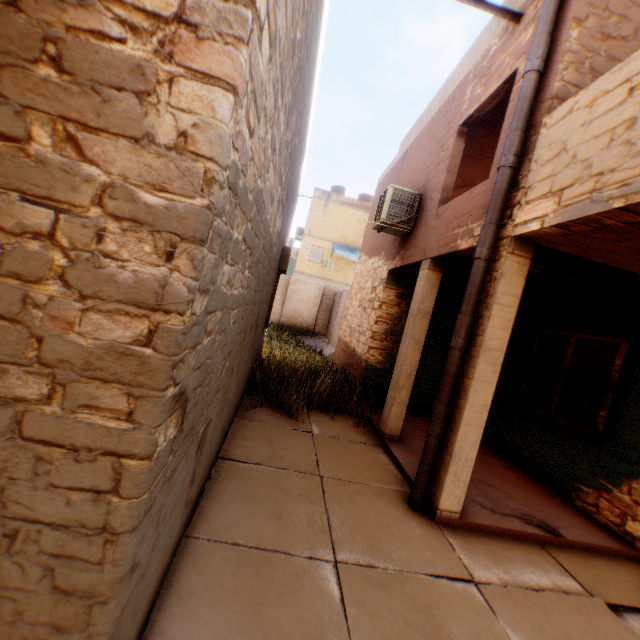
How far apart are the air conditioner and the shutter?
3.3m

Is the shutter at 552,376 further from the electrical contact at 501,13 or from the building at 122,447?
the electrical contact at 501,13

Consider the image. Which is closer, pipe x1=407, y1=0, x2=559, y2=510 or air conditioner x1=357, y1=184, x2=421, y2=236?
pipe x1=407, y1=0, x2=559, y2=510

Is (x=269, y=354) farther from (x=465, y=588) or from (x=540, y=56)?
(x=540, y=56)

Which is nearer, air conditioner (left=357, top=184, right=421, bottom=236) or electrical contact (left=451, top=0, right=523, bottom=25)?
electrical contact (left=451, top=0, right=523, bottom=25)

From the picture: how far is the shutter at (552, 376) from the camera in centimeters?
485cm

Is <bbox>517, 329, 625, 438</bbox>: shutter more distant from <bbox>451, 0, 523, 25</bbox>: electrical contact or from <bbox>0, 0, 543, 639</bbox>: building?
<bbox>451, 0, 523, 25</bbox>: electrical contact

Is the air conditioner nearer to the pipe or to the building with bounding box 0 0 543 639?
the building with bounding box 0 0 543 639
